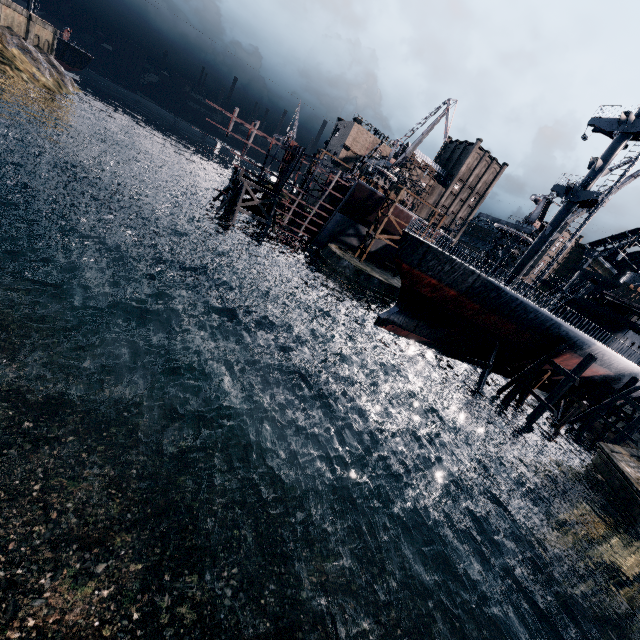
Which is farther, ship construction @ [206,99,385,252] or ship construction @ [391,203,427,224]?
ship construction @ [391,203,427,224]

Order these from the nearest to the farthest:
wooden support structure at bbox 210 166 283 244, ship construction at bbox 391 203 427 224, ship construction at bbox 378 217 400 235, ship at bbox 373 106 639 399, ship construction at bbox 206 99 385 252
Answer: ship at bbox 373 106 639 399
wooden support structure at bbox 210 166 283 244
ship construction at bbox 206 99 385 252
ship construction at bbox 391 203 427 224
ship construction at bbox 378 217 400 235

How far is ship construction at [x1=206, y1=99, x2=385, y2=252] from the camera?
41.6 meters

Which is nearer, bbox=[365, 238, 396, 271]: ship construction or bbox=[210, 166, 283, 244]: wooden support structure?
bbox=[210, 166, 283, 244]: wooden support structure

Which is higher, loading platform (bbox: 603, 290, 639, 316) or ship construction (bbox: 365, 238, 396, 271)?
loading platform (bbox: 603, 290, 639, 316)

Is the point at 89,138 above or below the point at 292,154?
below

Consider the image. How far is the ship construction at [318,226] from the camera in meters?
41.6

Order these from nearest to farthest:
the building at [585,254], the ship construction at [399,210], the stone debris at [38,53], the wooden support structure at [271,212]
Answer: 1. the wooden support structure at [271,212]
2. the ship construction at [399,210]
3. the building at [585,254]
4. the stone debris at [38,53]
